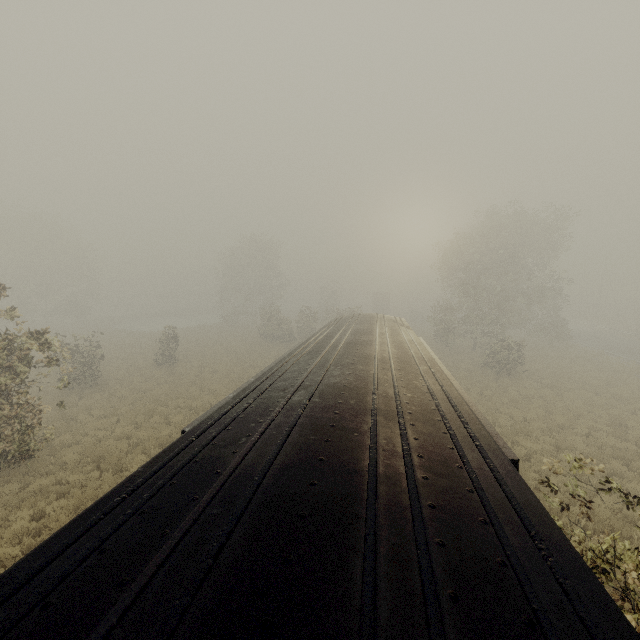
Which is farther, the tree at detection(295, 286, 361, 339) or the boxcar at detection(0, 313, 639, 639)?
the tree at detection(295, 286, 361, 339)

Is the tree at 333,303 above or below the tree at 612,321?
above

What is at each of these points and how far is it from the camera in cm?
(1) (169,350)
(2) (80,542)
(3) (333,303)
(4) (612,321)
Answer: (1) tree, 2684
(2) boxcar, 207
(3) tree, 5934
(4) tree, 4794

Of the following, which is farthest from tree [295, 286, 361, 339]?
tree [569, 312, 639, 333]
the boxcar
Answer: tree [569, 312, 639, 333]

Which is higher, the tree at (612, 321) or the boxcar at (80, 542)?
the boxcar at (80, 542)

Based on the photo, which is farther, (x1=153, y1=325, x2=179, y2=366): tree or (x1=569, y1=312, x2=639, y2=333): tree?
(x1=569, y1=312, x2=639, y2=333): tree

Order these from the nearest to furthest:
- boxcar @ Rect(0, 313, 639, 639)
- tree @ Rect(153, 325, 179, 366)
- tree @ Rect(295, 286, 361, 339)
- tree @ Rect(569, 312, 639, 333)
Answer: boxcar @ Rect(0, 313, 639, 639) → tree @ Rect(153, 325, 179, 366) → tree @ Rect(295, 286, 361, 339) → tree @ Rect(569, 312, 639, 333)
